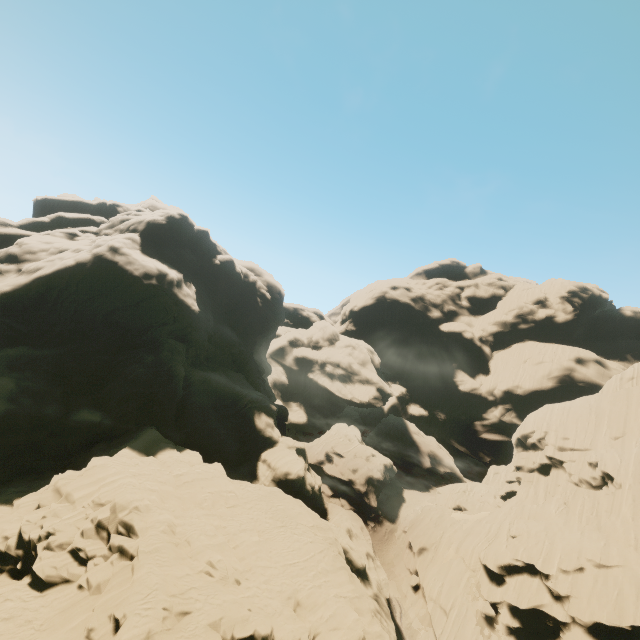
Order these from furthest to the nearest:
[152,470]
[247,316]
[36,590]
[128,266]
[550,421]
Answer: [247,316] < [550,421] < [128,266] < [152,470] < [36,590]

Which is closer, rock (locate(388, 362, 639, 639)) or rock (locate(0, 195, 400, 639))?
rock (locate(0, 195, 400, 639))

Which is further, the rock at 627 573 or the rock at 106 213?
the rock at 627 573
